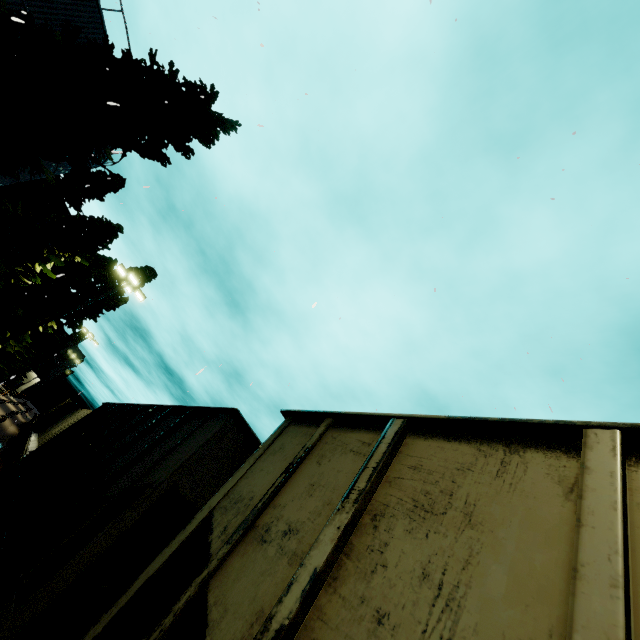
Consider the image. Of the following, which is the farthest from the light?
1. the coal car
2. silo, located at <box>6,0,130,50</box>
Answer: the coal car

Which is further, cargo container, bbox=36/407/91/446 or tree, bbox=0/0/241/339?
cargo container, bbox=36/407/91/446

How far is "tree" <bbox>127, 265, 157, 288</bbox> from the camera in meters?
37.4 m

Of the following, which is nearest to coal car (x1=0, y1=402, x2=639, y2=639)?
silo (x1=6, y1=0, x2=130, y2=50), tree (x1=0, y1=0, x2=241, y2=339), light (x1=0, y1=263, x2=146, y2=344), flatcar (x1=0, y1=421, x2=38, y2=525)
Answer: A: flatcar (x1=0, y1=421, x2=38, y2=525)

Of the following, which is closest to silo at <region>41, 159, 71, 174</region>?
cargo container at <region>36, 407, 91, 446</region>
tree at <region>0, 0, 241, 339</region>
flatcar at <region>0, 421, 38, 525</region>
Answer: tree at <region>0, 0, 241, 339</region>

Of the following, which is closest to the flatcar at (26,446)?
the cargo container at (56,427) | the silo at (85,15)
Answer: the cargo container at (56,427)

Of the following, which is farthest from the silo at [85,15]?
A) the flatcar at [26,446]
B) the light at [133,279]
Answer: the light at [133,279]

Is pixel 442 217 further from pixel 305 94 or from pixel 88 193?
pixel 88 193
